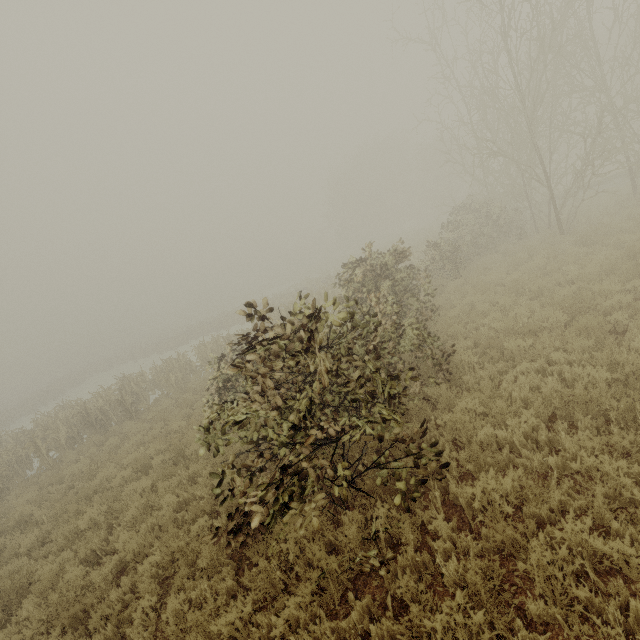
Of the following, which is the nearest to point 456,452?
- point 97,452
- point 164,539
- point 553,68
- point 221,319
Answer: point 164,539
